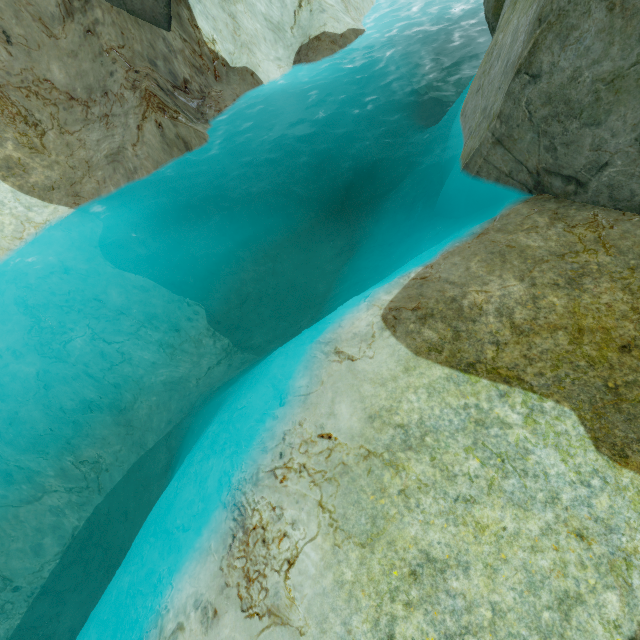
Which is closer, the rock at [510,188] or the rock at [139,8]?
the rock at [510,188]

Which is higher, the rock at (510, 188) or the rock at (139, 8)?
the rock at (139, 8)

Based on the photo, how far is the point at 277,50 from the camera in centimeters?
1639cm

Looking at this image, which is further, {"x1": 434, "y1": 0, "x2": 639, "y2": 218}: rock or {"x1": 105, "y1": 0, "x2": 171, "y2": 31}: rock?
{"x1": 105, "y1": 0, "x2": 171, "y2": 31}: rock

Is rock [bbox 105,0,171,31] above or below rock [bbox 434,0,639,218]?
above
